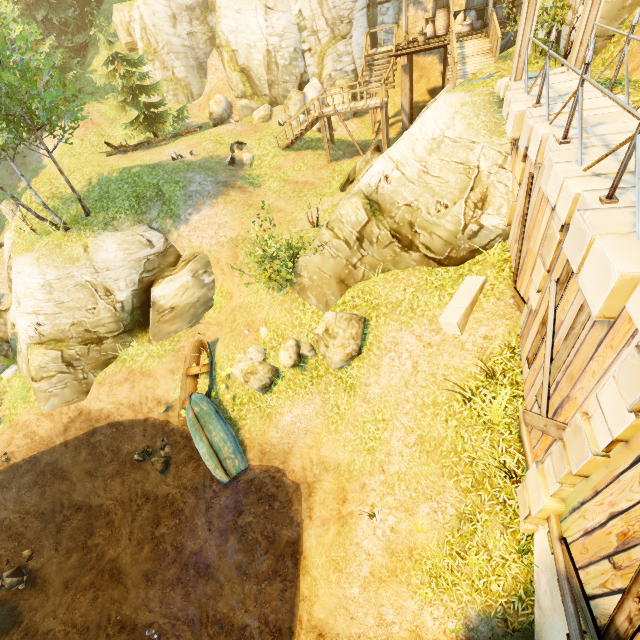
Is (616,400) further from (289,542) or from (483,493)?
(289,542)

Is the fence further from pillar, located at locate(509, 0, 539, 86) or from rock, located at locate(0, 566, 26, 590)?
rock, located at locate(0, 566, 26, 590)

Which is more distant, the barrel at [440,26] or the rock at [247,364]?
the barrel at [440,26]

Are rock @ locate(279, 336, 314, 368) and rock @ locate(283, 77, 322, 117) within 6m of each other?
no

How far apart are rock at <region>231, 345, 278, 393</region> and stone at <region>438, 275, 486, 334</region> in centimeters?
602cm

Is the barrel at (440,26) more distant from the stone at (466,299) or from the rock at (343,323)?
the rock at (343,323)

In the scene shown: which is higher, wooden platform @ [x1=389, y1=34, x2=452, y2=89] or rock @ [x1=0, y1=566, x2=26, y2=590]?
wooden platform @ [x1=389, y1=34, x2=452, y2=89]

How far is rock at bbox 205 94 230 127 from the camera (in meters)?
24.78
